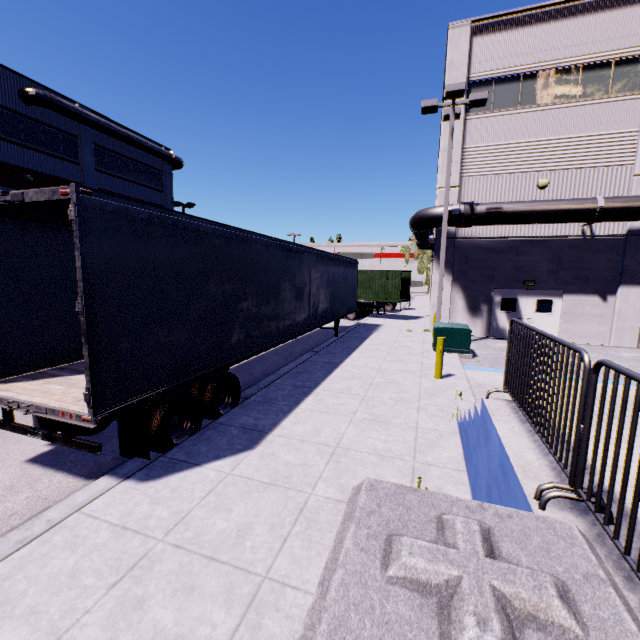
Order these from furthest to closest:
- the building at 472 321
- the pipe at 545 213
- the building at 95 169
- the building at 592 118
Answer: the building at 95 169
the building at 472 321
the building at 592 118
the pipe at 545 213

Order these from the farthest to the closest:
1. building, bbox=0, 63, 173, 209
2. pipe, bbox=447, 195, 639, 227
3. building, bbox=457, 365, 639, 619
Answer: building, bbox=0, 63, 173, 209
pipe, bbox=447, 195, 639, 227
building, bbox=457, 365, 639, 619

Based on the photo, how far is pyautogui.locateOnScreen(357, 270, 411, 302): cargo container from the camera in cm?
2134

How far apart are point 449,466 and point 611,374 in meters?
9.4

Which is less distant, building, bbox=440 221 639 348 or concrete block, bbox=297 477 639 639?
concrete block, bbox=297 477 639 639

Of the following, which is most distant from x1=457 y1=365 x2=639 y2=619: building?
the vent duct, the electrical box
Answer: the electrical box

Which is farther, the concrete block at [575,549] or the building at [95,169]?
the building at [95,169]

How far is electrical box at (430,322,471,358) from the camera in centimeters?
1209cm
